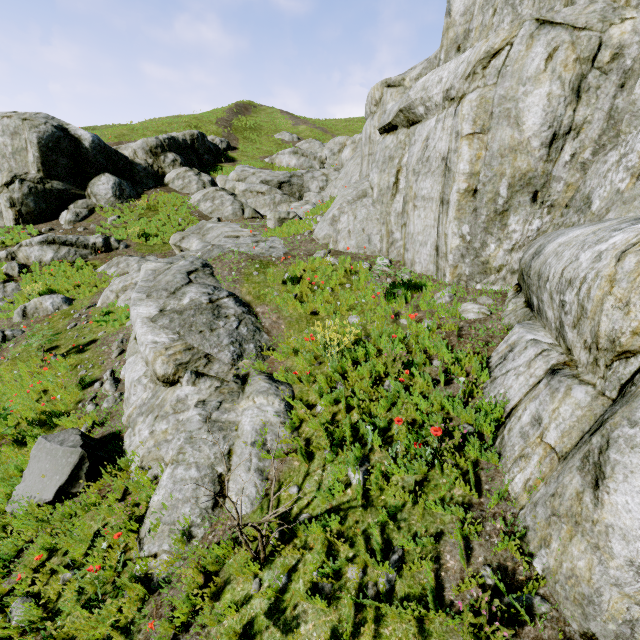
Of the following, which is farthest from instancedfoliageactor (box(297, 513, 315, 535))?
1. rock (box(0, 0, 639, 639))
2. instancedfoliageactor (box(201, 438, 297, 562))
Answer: instancedfoliageactor (box(201, 438, 297, 562))

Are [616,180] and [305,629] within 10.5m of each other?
yes

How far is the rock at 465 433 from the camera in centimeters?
379cm

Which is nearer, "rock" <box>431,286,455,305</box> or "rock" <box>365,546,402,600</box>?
"rock" <box>365,546,402,600</box>

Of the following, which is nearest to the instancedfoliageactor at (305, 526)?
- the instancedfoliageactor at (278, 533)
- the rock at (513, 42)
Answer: the rock at (513, 42)

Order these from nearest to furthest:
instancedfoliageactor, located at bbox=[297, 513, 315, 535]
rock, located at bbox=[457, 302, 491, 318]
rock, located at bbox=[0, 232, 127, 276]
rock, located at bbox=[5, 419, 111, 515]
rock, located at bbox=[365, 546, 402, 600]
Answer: rock, located at bbox=[365, 546, 402, 600], instancedfoliageactor, located at bbox=[297, 513, 315, 535], rock, located at bbox=[5, 419, 111, 515], rock, located at bbox=[457, 302, 491, 318], rock, located at bbox=[0, 232, 127, 276]
